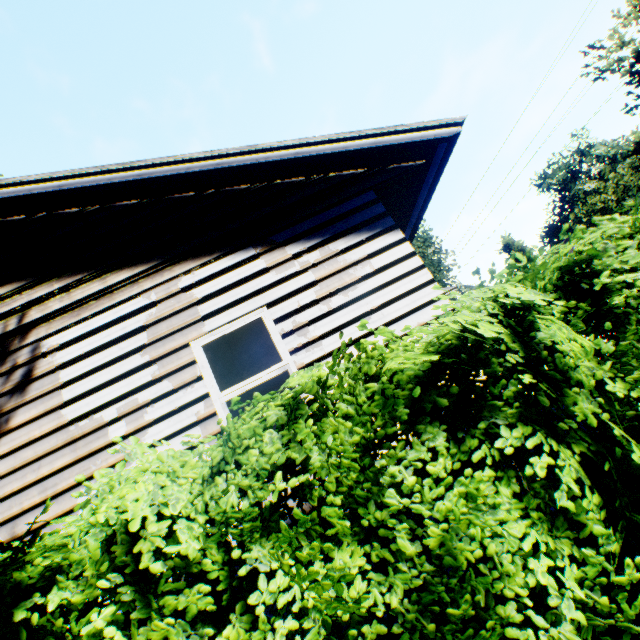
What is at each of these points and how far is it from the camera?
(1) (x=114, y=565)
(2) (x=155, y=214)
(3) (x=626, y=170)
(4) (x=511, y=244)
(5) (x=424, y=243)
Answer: (1) hedge, 1.8m
(2) house, 4.6m
(3) plant, 52.6m
(4) plant, 55.9m
(5) plant, 31.0m

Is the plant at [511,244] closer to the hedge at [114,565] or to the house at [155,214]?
the house at [155,214]

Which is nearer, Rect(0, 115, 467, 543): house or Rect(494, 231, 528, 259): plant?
Rect(0, 115, 467, 543): house

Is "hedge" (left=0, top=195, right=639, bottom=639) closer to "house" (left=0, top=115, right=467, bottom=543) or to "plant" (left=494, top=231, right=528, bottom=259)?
"house" (left=0, top=115, right=467, bottom=543)

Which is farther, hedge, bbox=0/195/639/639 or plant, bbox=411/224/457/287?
plant, bbox=411/224/457/287

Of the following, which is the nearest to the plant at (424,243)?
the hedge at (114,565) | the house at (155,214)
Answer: the house at (155,214)

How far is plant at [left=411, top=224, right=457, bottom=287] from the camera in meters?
25.8 m
